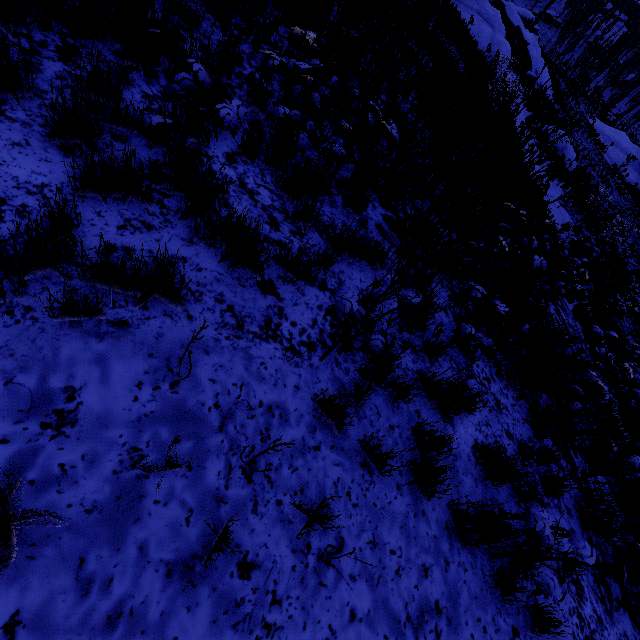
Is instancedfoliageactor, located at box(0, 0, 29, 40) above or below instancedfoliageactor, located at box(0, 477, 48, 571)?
above

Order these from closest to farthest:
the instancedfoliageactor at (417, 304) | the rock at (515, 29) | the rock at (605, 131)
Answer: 1. the instancedfoliageactor at (417, 304)
2. the rock at (515, 29)
3. the rock at (605, 131)

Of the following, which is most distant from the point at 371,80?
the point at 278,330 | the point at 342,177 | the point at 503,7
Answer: the point at 503,7

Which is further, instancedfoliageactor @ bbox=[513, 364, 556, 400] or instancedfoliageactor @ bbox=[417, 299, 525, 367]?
instancedfoliageactor @ bbox=[513, 364, 556, 400]

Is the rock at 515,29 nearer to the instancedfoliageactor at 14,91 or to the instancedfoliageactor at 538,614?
the instancedfoliageactor at 538,614

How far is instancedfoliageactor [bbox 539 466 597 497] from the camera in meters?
4.2
